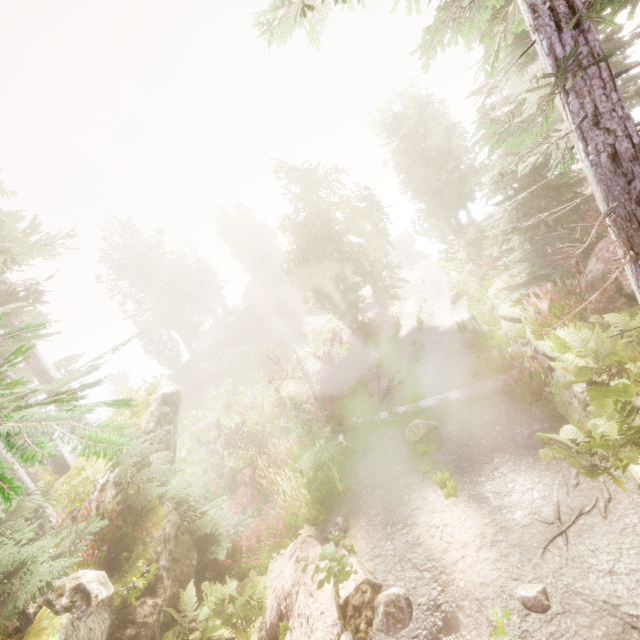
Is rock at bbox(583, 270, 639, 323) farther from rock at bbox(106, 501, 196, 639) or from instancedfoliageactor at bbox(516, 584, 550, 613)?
rock at bbox(106, 501, 196, 639)

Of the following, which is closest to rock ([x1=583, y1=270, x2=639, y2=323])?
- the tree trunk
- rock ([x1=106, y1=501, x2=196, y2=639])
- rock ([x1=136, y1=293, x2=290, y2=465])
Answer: the tree trunk

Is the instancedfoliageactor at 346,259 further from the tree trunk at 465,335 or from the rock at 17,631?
the tree trunk at 465,335

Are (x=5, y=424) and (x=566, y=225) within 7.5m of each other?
yes

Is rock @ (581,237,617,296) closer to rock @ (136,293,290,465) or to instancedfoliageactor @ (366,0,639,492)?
instancedfoliageactor @ (366,0,639,492)

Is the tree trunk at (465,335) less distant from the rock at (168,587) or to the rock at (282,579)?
the rock at (282,579)

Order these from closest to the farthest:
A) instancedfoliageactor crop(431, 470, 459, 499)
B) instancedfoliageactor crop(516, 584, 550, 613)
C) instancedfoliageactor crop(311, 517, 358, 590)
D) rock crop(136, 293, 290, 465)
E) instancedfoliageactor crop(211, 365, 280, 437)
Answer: instancedfoliageactor crop(516, 584, 550, 613), instancedfoliageactor crop(311, 517, 358, 590), instancedfoliageactor crop(431, 470, 459, 499), rock crop(136, 293, 290, 465), instancedfoliageactor crop(211, 365, 280, 437)

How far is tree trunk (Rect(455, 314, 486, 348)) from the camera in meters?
13.3 m
